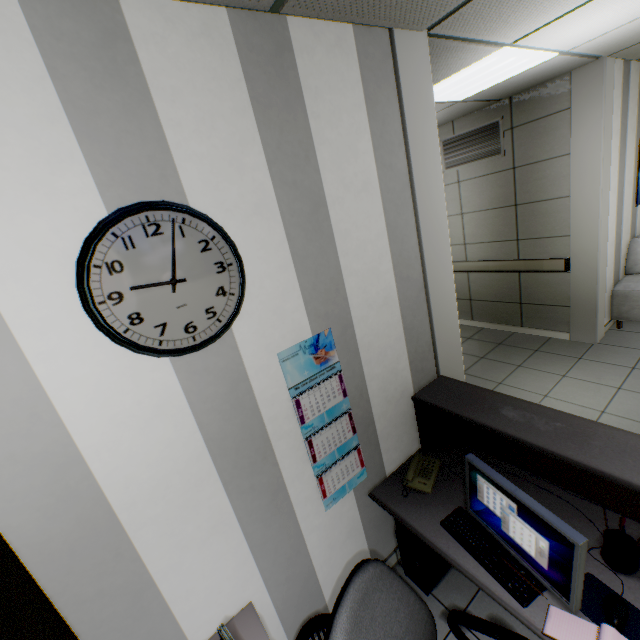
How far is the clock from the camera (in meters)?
1.08

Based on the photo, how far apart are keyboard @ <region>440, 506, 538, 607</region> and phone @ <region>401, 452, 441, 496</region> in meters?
0.2

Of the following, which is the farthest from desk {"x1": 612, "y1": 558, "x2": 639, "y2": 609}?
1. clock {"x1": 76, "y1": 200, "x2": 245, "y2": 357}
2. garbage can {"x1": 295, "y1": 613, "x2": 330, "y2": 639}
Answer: clock {"x1": 76, "y1": 200, "x2": 245, "y2": 357}

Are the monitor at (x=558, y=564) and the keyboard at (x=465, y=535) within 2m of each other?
yes

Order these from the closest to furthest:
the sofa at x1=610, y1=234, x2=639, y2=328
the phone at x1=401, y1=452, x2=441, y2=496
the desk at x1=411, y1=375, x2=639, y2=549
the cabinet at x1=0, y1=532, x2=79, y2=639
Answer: the cabinet at x1=0, y1=532, x2=79, y2=639 → the desk at x1=411, y1=375, x2=639, y2=549 → the phone at x1=401, y1=452, x2=441, y2=496 → the sofa at x1=610, y1=234, x2=639, y2=328

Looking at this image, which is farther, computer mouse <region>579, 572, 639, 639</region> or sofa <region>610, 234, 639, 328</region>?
sofa <region>610, 234, 639, 328</region>

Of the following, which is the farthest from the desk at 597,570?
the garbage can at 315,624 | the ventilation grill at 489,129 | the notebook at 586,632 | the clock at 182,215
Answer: the ventilation grill at 489,129

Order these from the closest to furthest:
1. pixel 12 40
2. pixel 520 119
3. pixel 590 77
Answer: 1. pixel 12 40
2. pixel 590 77
3. pixel 520 119
